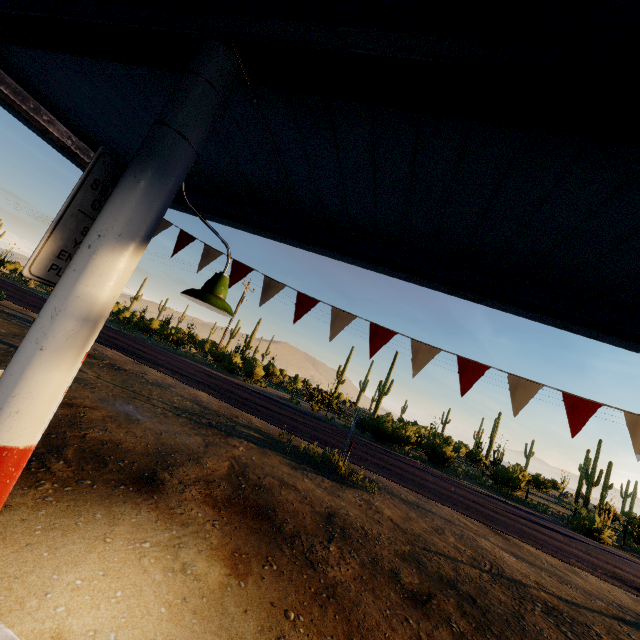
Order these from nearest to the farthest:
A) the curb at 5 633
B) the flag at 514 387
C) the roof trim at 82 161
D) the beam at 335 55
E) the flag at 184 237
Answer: the beam at 335 55, the curb at 5 633, the flag at 514 387, the roof trim at 82 161, the flag at 184 237

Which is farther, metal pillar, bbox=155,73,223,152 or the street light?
the street light

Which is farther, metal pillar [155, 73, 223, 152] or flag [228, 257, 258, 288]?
flag [228, 257, 258, 288]

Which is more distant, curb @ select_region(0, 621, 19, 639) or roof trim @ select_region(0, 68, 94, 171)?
roof trim @ select_region(0, 68, 94, 171)

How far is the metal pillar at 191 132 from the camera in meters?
1.9 m

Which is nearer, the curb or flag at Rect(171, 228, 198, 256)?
the curb

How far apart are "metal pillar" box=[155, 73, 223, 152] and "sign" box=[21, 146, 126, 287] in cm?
2

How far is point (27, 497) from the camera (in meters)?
3.55
